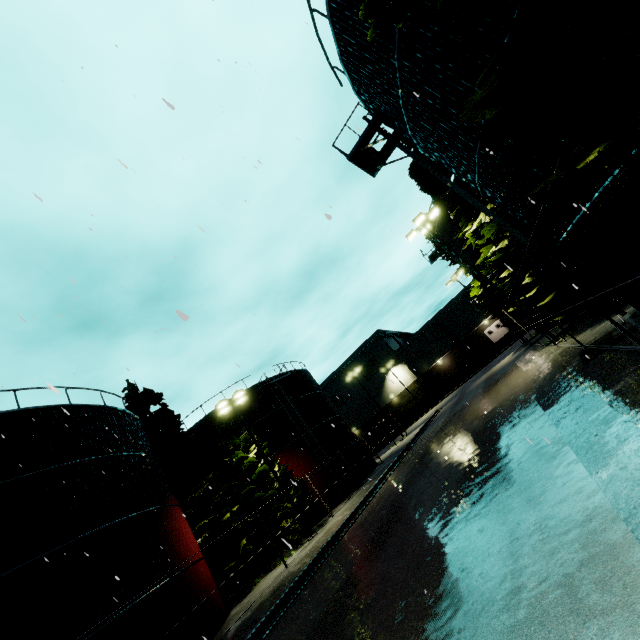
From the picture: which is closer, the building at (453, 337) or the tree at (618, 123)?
the tree at (618, 123)

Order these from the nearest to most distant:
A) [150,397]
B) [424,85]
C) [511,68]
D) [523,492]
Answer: [511,68] → [523,492] → [424,85] → [150,397]

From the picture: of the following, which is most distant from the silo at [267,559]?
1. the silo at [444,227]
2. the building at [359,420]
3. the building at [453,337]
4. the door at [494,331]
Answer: the door at [494,331]

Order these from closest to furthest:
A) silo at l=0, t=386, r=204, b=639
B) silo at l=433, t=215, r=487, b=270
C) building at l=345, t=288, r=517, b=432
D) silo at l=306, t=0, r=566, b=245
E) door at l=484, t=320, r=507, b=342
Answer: silo at l=306, t=0, r=566, b=245 → silo at l=0, t=386, r=204, b=639 → silo at l=433, t=215, r=487, b=270 → building at l=345, t=288, r=517, b=432 → door at l=484, t=320, r=507, b=342

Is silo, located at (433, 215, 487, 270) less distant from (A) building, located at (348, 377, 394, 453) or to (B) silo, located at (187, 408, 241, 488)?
(A) building, located at (348, 377, 394, 453)

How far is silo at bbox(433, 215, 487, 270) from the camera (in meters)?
25.64

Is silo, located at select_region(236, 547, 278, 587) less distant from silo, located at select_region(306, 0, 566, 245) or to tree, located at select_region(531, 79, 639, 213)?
silo, located at select_region(306, 0, 566, 245)

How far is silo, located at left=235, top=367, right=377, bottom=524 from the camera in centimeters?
2609cm
